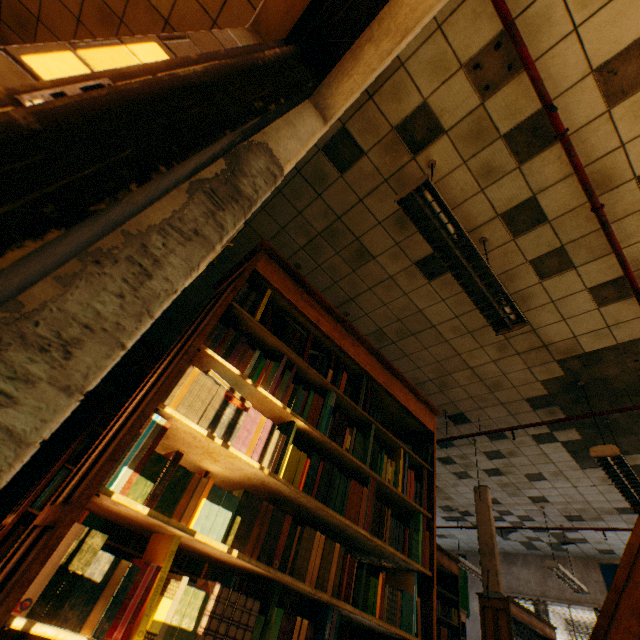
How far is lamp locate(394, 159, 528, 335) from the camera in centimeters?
225cm

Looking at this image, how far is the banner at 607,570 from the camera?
7.8m

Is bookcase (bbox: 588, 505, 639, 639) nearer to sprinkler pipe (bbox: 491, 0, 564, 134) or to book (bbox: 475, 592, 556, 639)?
sprinkler pipe (bbox: 491, 0, 564, 134)

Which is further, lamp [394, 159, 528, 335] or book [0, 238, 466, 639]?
lamp [394, 159, 528, 335]

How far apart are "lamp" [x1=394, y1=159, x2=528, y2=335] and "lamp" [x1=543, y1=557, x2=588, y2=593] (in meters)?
6.46

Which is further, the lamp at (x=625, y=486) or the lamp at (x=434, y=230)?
the lamp at (x=625, y=486)

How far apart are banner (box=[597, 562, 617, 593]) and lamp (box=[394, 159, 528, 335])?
9.6 meters

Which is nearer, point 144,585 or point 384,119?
point 144,585
